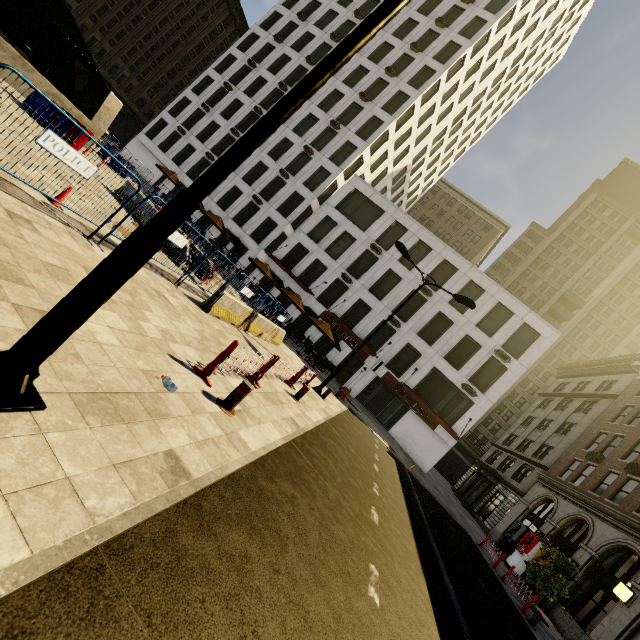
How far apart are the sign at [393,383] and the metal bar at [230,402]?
23.7 meters

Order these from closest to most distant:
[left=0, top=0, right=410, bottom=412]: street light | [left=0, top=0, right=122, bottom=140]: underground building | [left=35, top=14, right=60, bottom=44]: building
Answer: [left=0, top=0, right=410, bottom=412]: street light < [left=0, top=0, right=122, bottom=140]: underground building < [left=35, top=14, right=60, bottom=44]: building

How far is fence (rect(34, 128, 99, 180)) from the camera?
5.0 meters

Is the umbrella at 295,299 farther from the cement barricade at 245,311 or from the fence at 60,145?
the cement barricade at 245,311

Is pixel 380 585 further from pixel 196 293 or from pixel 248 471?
pixel 196 293

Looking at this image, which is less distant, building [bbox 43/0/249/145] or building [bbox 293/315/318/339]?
building [bbox 293/315/318/339]

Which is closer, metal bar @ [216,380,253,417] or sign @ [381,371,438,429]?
metal bar @ [216,380,253,417]

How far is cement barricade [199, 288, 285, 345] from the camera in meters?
9.9
